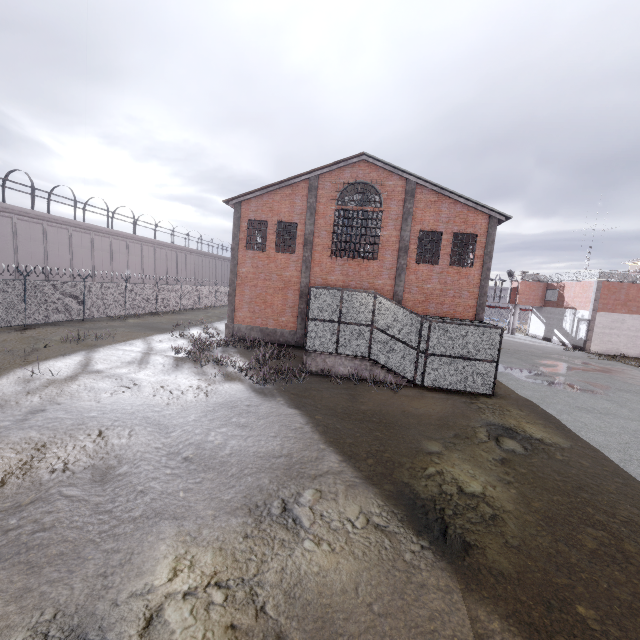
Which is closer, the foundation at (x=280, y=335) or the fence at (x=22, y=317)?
the fence at (x=22, y=317)

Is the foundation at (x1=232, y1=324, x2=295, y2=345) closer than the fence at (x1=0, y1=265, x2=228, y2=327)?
No

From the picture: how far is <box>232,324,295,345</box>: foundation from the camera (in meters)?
21.34

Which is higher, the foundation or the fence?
the fence

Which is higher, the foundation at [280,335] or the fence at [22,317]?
the fence at [22,317]

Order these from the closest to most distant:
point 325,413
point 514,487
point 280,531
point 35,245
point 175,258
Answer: point 280,531
point 514,487
point 325,413
point 35,245
point 175,258
